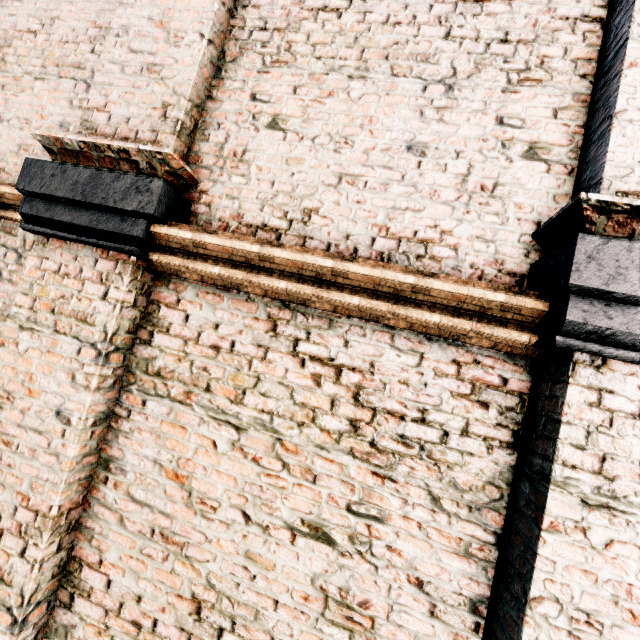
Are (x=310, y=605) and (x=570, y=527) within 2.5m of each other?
yes
